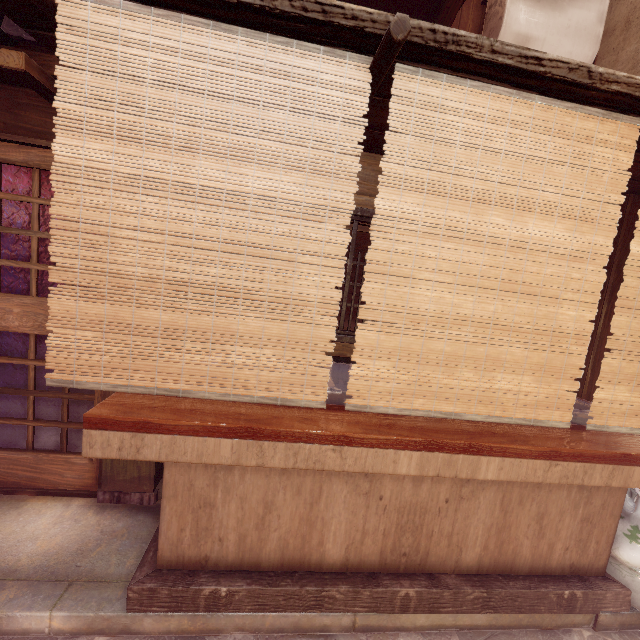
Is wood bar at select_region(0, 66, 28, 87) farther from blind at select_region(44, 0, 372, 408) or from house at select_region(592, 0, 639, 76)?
blind at select_region(44, 0, 372, 408)

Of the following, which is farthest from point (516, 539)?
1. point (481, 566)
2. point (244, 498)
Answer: point (244, 498)

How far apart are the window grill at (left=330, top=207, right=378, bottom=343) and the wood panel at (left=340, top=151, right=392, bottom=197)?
0.4m

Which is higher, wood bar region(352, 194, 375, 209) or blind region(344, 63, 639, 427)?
wood bar region(352, 194, 375, 209)

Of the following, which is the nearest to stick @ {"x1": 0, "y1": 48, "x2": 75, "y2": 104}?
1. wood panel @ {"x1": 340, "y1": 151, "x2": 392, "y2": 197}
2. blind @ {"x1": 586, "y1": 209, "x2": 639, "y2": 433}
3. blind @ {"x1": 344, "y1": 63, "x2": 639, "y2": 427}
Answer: wood panel @ {"x1": 340, "y1": 151, "x2": 392, "y2": 197}

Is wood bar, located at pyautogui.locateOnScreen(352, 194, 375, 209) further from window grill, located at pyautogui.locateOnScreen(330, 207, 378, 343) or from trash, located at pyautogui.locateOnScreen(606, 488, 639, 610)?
A: trash, located at pyautogui.locateOnScreen(606, 488, 639, 610)

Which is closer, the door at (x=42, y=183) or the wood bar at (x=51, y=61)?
the wood bar at (x=51, y=61)

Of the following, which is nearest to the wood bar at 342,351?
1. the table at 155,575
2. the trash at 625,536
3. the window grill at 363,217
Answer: the window grill at 363,217
